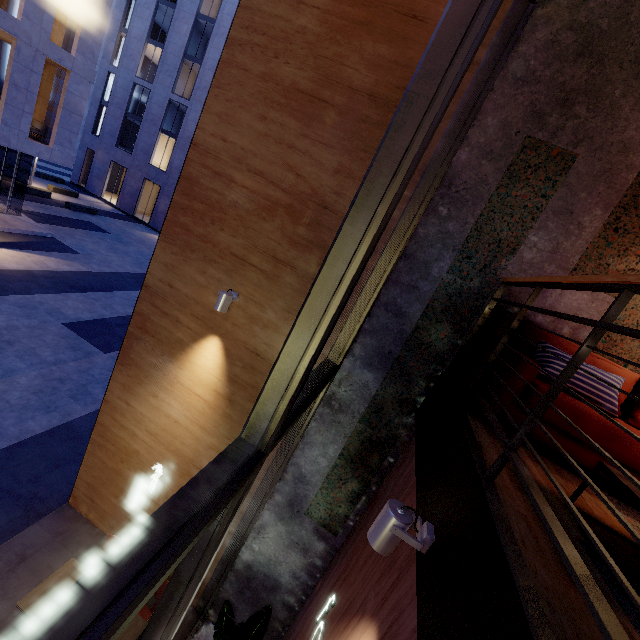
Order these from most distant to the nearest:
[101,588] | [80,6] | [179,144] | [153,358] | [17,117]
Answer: [80,6]
[179,144]
[17,117]
[153,358]
[101,588]

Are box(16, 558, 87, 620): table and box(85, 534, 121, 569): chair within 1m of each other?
yes

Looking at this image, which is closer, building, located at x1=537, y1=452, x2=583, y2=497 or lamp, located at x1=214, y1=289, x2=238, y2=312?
building, located at x1=537, y1=452, x2=583, y2=497

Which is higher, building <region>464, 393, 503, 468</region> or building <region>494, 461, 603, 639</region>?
building <region>464, 393, 503, 468</region>

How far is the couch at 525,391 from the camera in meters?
2.3 m

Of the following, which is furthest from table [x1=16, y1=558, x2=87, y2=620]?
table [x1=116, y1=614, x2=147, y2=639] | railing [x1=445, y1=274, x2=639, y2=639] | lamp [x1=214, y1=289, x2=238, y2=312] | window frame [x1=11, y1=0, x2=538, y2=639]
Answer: railing [x1=445, y1=274, x2=639, y2=639]

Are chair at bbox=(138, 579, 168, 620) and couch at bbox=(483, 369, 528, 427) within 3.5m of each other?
no

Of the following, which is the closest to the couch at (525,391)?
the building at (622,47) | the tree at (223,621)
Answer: the building at (622,47)
